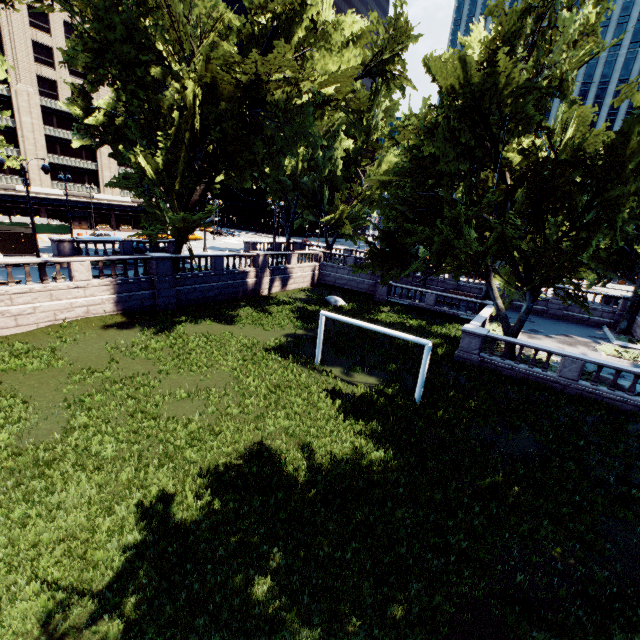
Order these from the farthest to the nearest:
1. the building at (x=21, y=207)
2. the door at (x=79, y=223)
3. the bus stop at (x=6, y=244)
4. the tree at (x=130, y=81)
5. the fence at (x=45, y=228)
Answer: the door at (x=79, y=223) → the building at (x=21, y=207) → the fence at (x=45, y=228) → the bus stop at (x=6, y=244) → the tree at (x=130, y=81)

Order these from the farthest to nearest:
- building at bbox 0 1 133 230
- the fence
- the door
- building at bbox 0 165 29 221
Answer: the door → building at bbox 0 165 29 221 → building at bbox 0 1 133 230 → the fence

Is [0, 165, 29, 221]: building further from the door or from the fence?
the fence

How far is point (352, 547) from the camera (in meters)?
7.84

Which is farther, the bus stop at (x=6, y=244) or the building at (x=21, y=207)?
the building at (x=21, y=207)

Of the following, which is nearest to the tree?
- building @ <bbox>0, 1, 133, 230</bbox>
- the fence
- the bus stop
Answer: the bus stop

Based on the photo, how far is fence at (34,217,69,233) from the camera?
38.7 meters

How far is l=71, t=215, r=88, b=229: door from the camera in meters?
53.9
